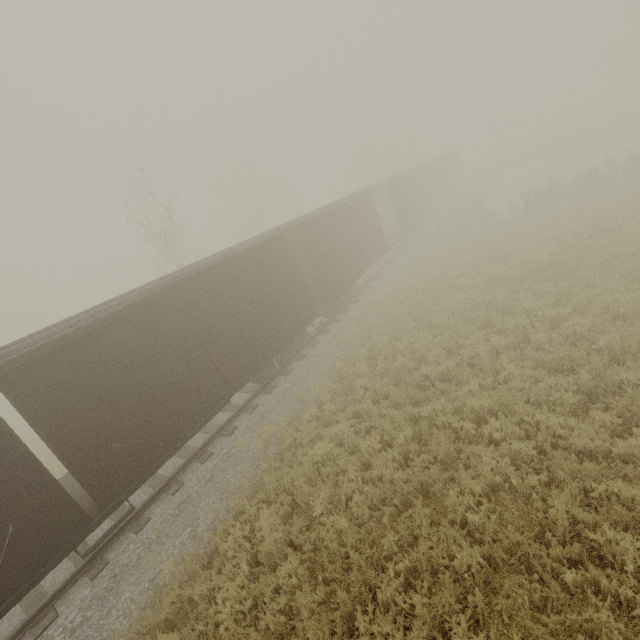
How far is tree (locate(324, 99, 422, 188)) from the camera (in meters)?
44.64

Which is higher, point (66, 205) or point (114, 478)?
point (66, 205)

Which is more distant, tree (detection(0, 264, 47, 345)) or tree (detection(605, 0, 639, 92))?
tree (detection(0, 264, 47, 345))

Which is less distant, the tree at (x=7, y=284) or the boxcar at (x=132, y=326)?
the boxcar at (x=132, y=326)

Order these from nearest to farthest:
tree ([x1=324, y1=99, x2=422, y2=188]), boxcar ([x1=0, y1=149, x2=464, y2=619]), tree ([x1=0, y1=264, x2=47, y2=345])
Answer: boxcar ([x1=0, y1=149, x2=464, y2=619])
tree ([x1=324, y1=99, x2=422, y2=188])
tree ([x1=0, y1=264, x2=47, y2=345])

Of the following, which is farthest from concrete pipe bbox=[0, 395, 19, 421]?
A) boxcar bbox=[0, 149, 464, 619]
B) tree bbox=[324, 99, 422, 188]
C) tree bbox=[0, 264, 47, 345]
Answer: tree bbox=[324, 99, 422, 188]

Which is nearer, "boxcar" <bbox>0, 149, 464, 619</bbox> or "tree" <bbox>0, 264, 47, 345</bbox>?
"boxcar" <bbox>0, 149, 464, 619</bbox>

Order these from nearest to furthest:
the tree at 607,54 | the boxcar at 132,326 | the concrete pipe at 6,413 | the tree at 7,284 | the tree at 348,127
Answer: the boxcar at 132,326 < the concrete pipe at 6,413 < the tree at 607,54 < the tree at 348,127 < the tree at 7,284
